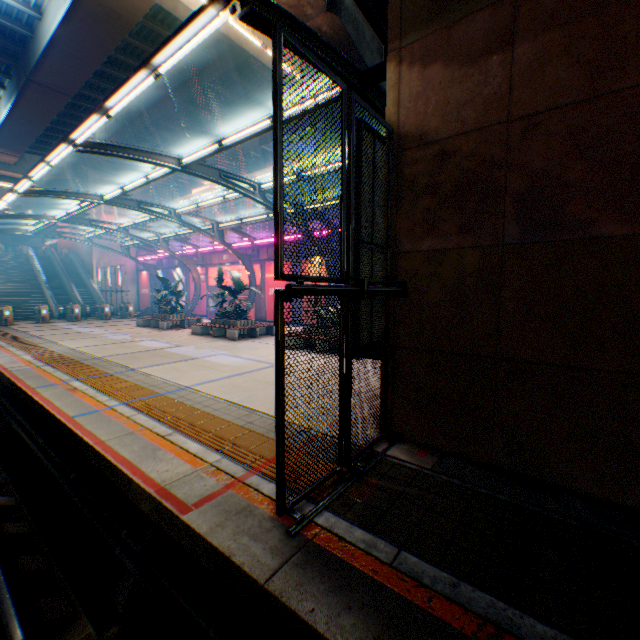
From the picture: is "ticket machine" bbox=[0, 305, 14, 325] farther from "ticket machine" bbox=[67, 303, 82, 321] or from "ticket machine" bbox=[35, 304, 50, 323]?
"ticket machine" bbox=[67, 303, 82, 321]

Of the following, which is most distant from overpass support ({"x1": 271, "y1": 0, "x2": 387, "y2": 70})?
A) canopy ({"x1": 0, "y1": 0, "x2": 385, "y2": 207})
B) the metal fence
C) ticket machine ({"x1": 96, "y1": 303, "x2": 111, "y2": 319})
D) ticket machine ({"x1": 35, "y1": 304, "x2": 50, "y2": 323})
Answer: ticket machine ({"x1": 96, "y1": 303, "x2": 111, "y2": 319})

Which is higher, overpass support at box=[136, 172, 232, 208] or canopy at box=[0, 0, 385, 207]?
overpass support at box=[136, 172, 232, 208]

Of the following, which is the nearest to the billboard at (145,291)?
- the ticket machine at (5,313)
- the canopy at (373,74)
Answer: the canopy at (373,74)

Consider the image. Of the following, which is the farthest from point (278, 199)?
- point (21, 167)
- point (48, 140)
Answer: point (21, 167)

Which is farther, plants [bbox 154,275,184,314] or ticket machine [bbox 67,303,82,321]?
ticket machine [bbox 67,303,82,321]

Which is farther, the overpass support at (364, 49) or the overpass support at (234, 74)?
the overpass support at (234, 74)

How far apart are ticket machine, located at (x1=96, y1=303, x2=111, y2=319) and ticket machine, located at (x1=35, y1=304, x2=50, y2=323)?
3.50m
